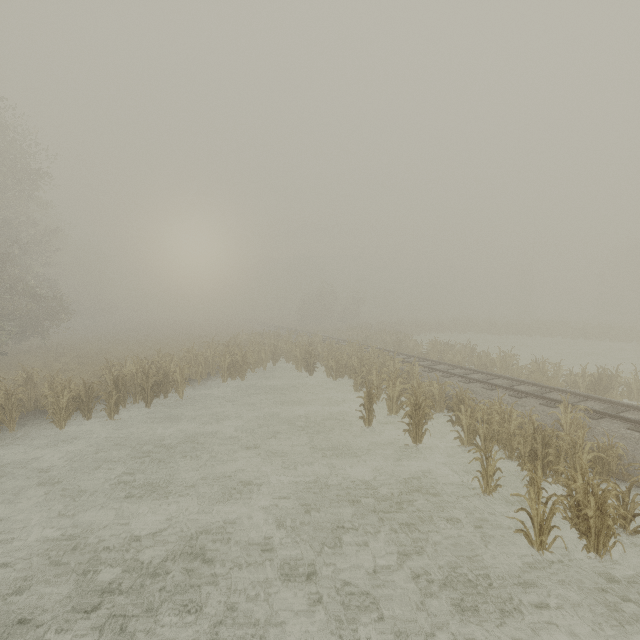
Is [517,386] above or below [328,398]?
above
